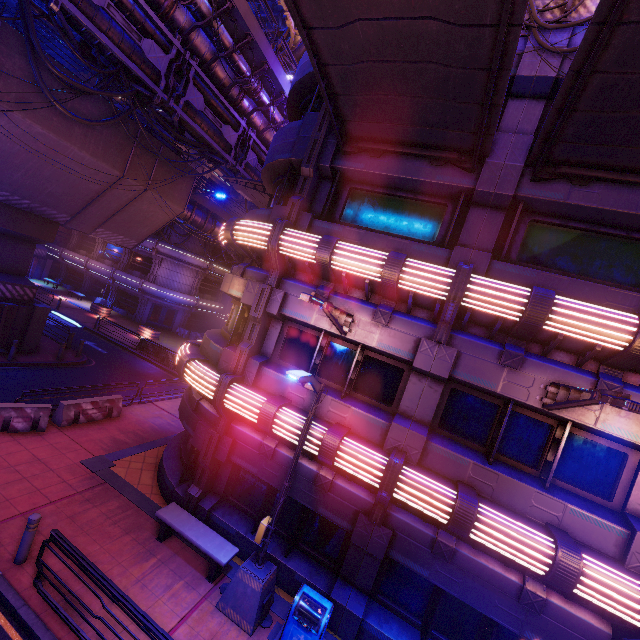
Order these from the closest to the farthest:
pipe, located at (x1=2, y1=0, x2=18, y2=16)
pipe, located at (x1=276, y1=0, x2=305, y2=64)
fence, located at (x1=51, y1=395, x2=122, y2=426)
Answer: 1. fence, located at (x1=51, y1=395, x2=122, y2=426)
2. pipe, located at (x1=276, y1=0, x2=305, y2=64)
3. pipe, located at (x1=2, y1=0, x2=18, y2=16)

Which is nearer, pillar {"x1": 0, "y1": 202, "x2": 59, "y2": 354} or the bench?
the bench

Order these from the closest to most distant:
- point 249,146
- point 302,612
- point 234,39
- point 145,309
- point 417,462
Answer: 1. point 302,612
2. point 417,462
3. point 234,39
4. point 249,146
5. point 145,309

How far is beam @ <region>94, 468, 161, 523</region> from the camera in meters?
9.8

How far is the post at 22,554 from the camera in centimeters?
702cm

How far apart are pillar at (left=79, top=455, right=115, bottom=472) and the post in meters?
3.4

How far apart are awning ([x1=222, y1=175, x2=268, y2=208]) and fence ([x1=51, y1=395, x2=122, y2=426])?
11.74m

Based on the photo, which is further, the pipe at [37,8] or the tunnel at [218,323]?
the tunnel at [218,323]
